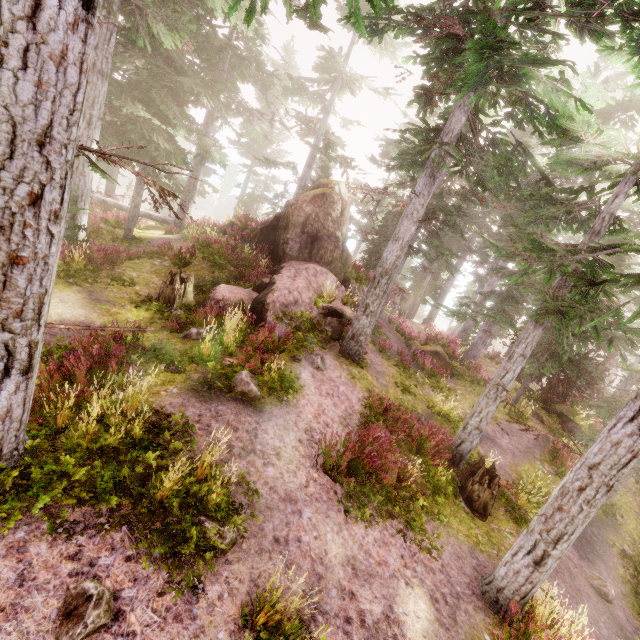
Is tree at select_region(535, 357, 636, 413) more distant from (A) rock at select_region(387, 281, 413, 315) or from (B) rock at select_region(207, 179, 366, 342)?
(A) rock at select_region(387, 281, 413, 315)

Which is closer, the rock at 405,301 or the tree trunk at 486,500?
the tree trunk at 486,500

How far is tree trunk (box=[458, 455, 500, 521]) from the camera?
9.85m

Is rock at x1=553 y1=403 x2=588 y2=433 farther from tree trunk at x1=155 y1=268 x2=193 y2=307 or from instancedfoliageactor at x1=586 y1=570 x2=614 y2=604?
tree trunk at x1=155 y1=268 x2=193 y2=307

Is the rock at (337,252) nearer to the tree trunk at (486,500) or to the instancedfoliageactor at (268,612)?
the instancedfoliageactor at (268,612)

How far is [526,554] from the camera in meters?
6.4 m

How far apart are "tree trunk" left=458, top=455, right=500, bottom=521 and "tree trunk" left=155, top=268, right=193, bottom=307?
11.7m

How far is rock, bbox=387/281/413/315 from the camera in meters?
35.8 m
